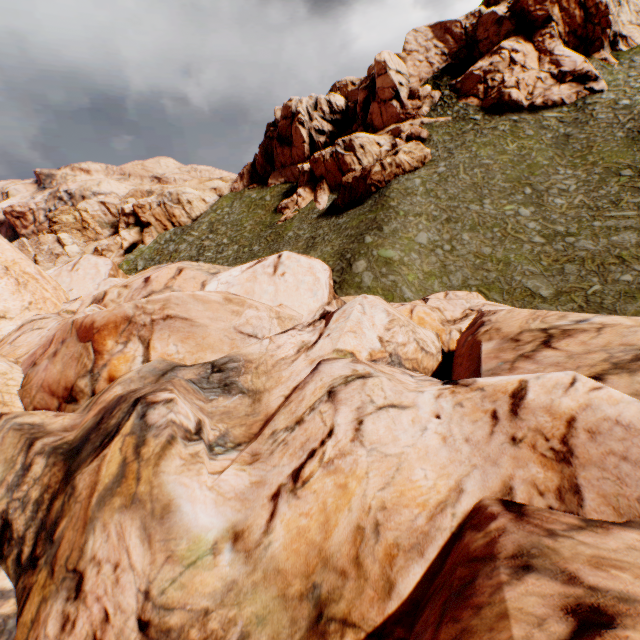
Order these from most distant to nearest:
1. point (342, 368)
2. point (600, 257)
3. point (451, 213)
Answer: point (451, 213), point (600, 257), point (342, 368)
